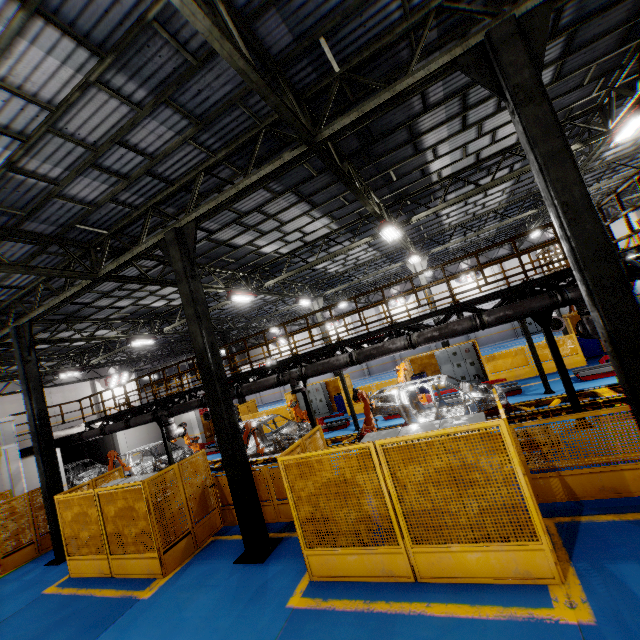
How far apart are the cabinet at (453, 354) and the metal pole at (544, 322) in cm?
838

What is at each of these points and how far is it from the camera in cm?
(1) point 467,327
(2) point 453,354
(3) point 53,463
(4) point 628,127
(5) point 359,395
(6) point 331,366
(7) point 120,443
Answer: (1) vent pipe, 920
(2) cabinet, 1795
(3) metal pole, 1095
(4) light, 950
(5) robot arm, 1035
(6) vent pipe, 1097
(7) cement column, 2247

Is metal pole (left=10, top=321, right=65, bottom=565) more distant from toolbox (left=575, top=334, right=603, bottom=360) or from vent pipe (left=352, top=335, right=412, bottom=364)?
toolbox (left=575, top=334, right=603, bottom=360)

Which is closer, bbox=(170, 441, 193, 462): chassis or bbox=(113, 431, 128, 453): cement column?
bbox=(170, 441, 193, 462): chassis

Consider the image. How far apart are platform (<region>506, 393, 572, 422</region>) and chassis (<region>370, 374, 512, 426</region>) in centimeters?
1cm

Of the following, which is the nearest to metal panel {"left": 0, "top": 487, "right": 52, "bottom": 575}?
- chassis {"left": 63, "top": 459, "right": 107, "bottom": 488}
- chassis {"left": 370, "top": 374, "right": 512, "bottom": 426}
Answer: chassis {"left": 370, "top": 374, "right": 512, "bottom": 426}

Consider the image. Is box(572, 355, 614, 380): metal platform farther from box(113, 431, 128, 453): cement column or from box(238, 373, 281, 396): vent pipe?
box(113, 431, 128, 453): cement column

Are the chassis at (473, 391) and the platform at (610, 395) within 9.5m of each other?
yes
